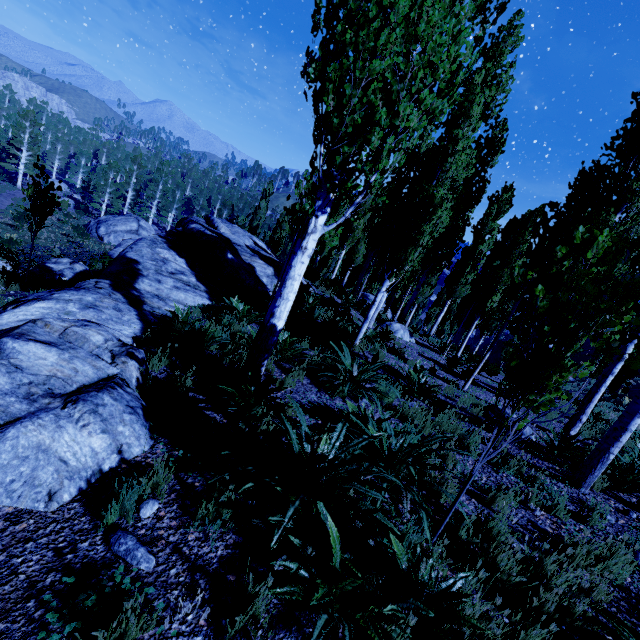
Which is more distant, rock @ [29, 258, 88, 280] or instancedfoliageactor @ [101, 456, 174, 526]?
rock @ [29, 258, 88, 280]

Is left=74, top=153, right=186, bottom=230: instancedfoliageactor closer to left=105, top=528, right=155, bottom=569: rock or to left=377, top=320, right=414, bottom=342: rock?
left=377, top=320, right=414, bottom=342: rock

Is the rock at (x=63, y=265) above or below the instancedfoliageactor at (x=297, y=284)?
below

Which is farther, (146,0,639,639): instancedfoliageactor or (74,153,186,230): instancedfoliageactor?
(74,153,186,230): instancedfoliageactor

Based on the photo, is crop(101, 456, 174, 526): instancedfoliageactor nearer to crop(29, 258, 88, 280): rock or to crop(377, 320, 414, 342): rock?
crop(377, 320, 414, 342): rock

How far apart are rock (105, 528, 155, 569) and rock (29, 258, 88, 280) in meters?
13.2

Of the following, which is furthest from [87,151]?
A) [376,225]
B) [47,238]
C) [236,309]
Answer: [236,309]

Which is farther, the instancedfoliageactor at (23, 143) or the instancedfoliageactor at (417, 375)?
the instancedfoliageactor at (23, 143)
